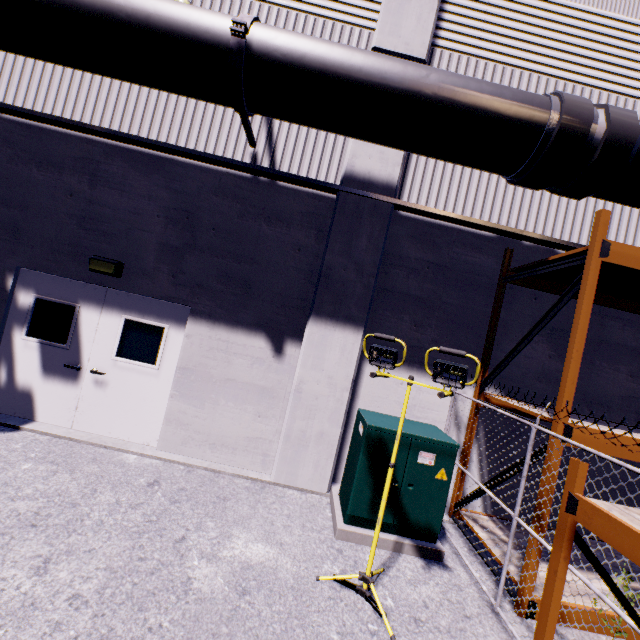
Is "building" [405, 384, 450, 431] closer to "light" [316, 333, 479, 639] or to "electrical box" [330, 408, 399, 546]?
"electrical box" [330, 408, 399, 546]

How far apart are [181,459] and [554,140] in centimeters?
715cm

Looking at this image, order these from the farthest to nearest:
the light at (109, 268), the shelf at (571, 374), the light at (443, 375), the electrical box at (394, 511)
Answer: the light at (109, 268), the electrical box at (394, 511), the shelf at (571, 374), the light at (443, 375)

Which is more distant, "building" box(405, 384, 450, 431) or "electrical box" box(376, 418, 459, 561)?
"building" box(405, 384, 450, 431)

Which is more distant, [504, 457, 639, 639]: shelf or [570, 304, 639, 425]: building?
[570, 304, 639, 425]: building

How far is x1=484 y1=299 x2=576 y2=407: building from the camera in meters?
5.7

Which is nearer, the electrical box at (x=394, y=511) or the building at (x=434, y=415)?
the electrical box at (x=394, y=511)

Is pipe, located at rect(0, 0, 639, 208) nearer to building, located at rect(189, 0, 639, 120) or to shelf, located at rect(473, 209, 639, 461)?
building, located at rect(189, 0, 639, 120)
